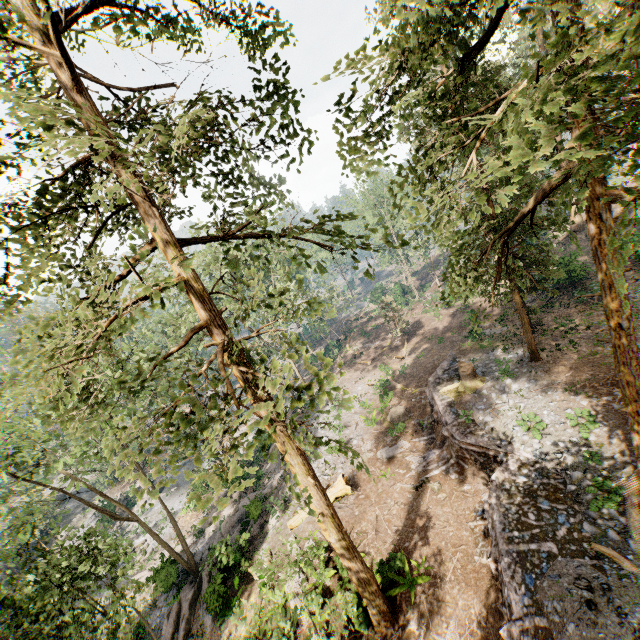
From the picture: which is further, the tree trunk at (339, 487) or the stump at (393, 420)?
the stump at (393, 420)

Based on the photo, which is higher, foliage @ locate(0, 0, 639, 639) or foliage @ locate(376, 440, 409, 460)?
foliage @ locate(0, 0, 639, 639)

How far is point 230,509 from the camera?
27.25m

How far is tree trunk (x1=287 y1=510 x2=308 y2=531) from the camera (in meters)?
17.98

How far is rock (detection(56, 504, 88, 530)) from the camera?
40.33m

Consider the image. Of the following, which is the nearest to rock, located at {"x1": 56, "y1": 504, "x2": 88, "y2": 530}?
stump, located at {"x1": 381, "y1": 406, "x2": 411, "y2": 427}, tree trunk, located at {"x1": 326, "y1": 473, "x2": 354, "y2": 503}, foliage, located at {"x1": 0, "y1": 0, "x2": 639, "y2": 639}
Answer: foliage, located at {"x1": 0, "y1": 0, "x2": 639, "y2": 639}

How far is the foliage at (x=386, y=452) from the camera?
20.2m

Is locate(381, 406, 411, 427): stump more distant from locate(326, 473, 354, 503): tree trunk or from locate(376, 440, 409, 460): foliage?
locate(326, 473, 354, 503): tree trunk
